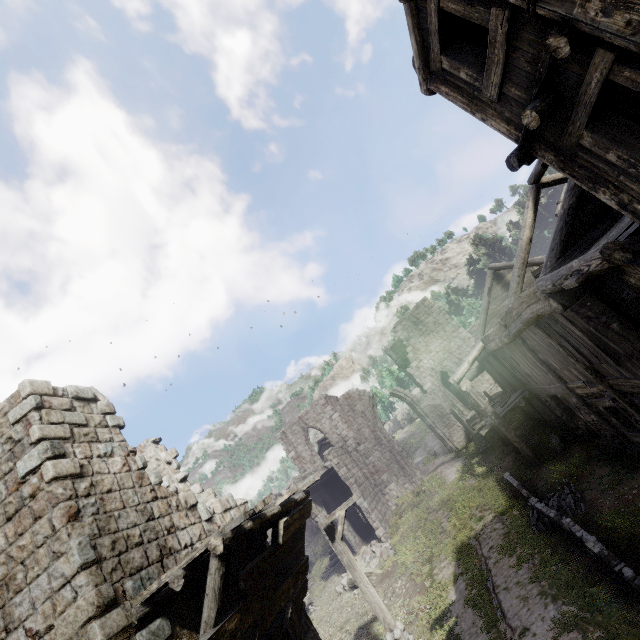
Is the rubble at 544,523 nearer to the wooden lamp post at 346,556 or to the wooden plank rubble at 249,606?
the wooden lamp post at 346,556

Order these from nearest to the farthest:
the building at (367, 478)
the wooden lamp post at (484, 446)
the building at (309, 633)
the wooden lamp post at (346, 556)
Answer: the building at (309, 633), the wooden lamp post at (346, 556), the wooden lamp post at (484, 446), the building at (367, 478)

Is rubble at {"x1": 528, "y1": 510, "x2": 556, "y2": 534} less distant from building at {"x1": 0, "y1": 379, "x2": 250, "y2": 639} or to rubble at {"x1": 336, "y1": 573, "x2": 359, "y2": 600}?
building at {"x1": 0, "y1": 379, "x2": 250, "y2": 639}

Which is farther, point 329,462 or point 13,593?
point 329,462

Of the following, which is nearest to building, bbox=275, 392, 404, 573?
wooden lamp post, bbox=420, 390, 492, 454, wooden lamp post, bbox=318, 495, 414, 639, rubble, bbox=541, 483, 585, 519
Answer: wooden lamp post, bbox=420, 390, 492, 454

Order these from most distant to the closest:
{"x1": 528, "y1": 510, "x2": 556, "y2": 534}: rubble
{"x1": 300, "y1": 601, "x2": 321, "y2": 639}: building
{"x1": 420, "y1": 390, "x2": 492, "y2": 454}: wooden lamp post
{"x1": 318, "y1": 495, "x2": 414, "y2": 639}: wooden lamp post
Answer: {"x1": 420, "y1": 390, "x2": 492, "y2": 454}: wooden lamp post → {"x1": 528, "y1": 510, "x2": 556, "y2": 534}: rubble → {"x1": 318, "y1": 495, "x2": 414, "y2": 639}: wooden lamp post → {"x1": 300, "y1": 601, "x2": 321, "y2": 639}: building

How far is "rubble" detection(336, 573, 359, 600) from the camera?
17.5 meters
